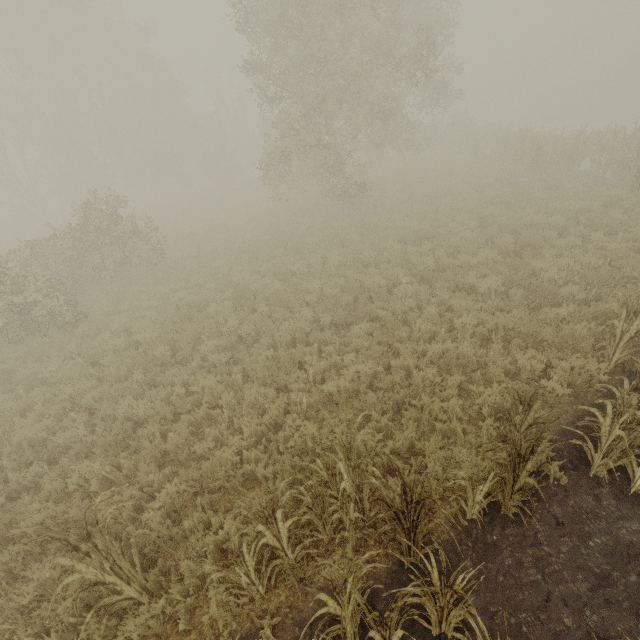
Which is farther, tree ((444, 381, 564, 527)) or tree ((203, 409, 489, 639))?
tree ((444, 381, 564, 527))

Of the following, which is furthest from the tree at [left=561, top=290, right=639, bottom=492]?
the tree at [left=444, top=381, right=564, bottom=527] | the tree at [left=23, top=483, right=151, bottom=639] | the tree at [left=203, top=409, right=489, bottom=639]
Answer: the tree at [left=23, top=483, right=151, bottom=639]

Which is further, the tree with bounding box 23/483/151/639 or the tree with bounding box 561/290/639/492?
the tree with bounding box 561/290/639/492

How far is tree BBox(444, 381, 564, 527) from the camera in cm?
351

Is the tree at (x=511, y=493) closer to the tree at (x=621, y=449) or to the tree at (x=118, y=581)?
the tree at (x=621, y=449)

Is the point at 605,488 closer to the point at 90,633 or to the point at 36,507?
the point at 90,633

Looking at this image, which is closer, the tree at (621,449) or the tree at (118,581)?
the tree at (118,581)

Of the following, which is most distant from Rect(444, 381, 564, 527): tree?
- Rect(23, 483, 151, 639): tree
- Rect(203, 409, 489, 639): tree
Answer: Rect(23, 483, 151, 639): tree
